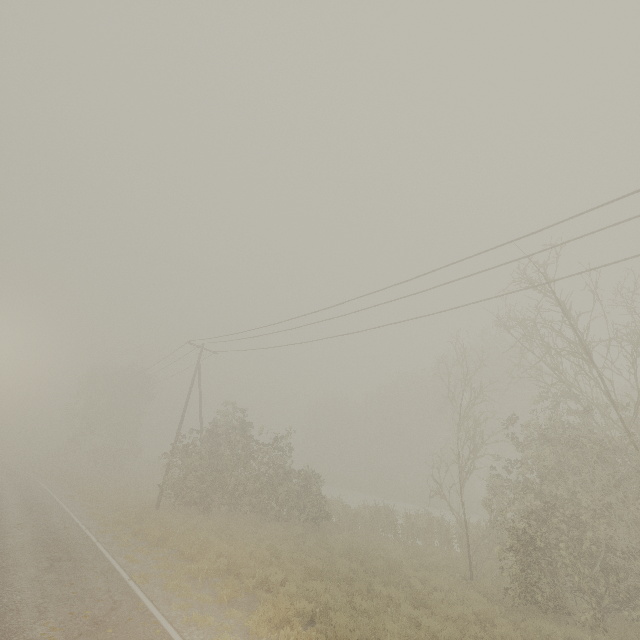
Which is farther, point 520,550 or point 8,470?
point 8,470
